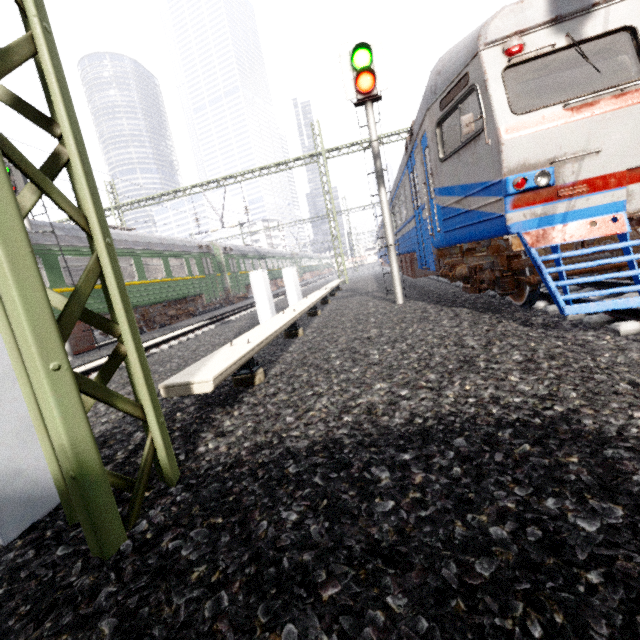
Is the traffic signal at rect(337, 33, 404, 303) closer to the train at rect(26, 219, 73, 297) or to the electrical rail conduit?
the electrical rail conduit

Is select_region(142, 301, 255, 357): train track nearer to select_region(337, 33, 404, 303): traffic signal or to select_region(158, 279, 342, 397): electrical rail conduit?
select_region(158, 279, 342, 397): electrical rail conduit

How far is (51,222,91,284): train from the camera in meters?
10.0

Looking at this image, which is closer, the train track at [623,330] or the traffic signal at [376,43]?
the train track at [623,330]

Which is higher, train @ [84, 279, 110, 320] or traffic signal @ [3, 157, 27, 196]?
traffic signal @ [3, 157, 27, 196]

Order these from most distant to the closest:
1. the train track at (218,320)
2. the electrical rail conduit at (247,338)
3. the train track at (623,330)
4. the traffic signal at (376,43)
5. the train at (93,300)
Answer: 1. the train at (93,300)
2. the train track at (218,320)
3. the traffic signal at (376,43)
4. the train track at (623,330)
5. the electrical rail conduit at (247,338)

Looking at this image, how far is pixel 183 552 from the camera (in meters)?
1.53

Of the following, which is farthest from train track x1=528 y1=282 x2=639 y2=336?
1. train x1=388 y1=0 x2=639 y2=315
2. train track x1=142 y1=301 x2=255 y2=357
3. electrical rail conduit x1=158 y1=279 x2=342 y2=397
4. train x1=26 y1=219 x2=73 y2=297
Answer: train x1=26 y1=219 x2=73 y2=297
